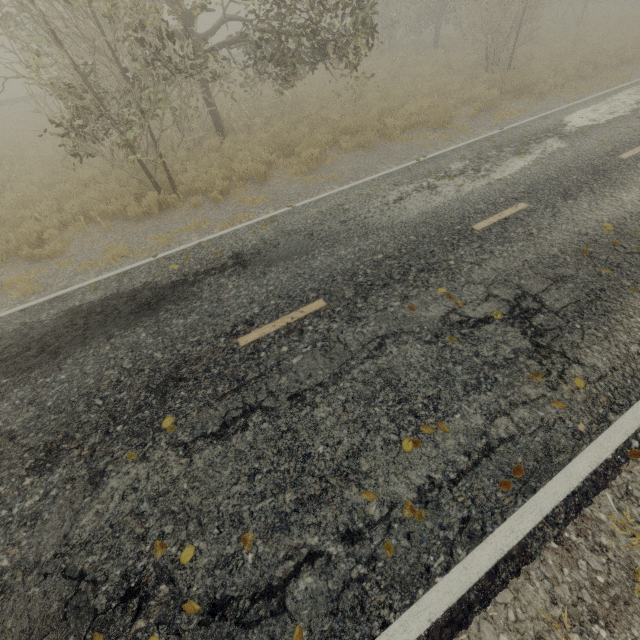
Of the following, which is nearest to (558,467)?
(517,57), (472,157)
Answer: (472,157)
